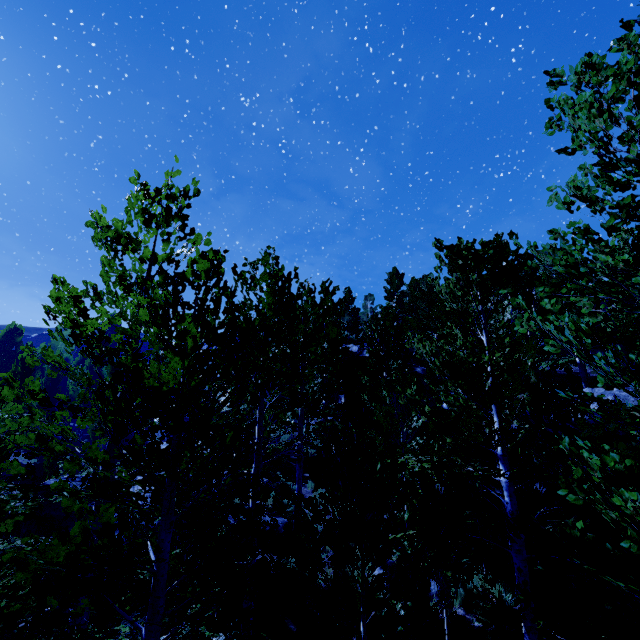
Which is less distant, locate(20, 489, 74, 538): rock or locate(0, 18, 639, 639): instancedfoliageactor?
locate(0, 18, 639, 639): instancedfoliageactor

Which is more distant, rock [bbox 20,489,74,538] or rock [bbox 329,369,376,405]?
rock [bbox 329,369,376,405]

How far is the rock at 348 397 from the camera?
18.92m

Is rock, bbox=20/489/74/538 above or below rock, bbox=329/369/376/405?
below

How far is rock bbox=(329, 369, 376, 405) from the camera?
18.92m

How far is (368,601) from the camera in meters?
5.0
